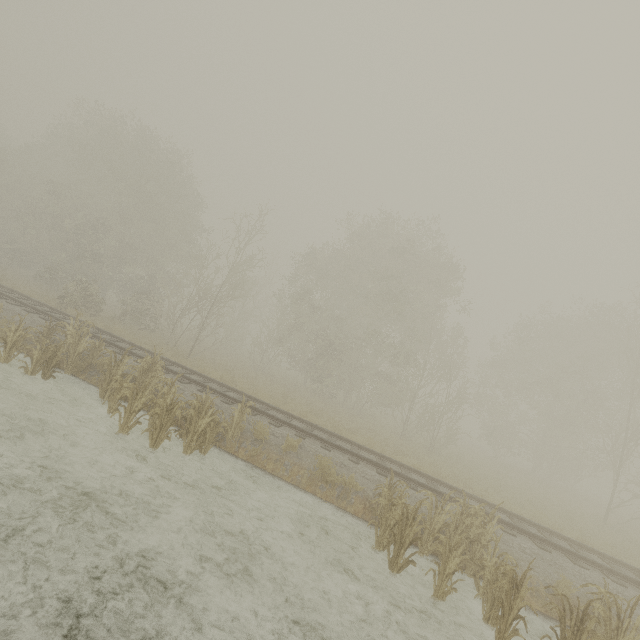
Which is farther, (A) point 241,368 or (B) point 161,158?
(B) point 161,158
